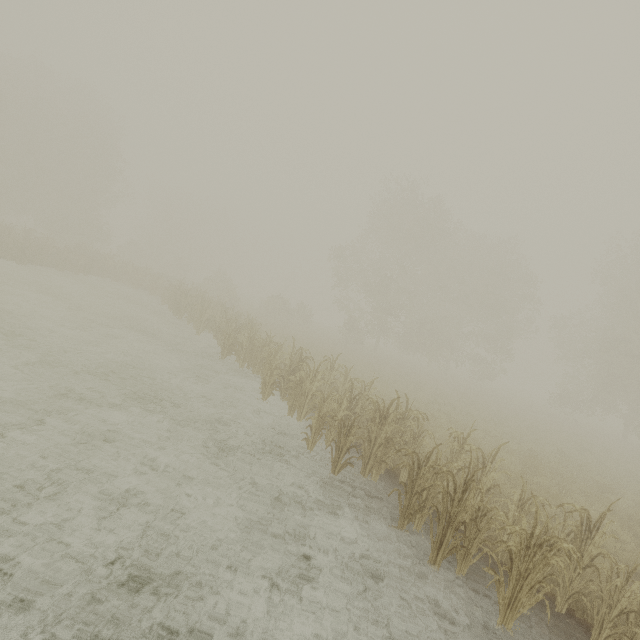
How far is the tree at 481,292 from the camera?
29.3 meters

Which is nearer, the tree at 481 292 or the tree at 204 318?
the tree at 204 318

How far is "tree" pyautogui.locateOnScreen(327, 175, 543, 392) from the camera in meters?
29.3 m

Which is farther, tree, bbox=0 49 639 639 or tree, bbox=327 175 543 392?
tree, bbox=327 175 543 392

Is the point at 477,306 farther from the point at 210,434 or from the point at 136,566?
the point at 136,566
